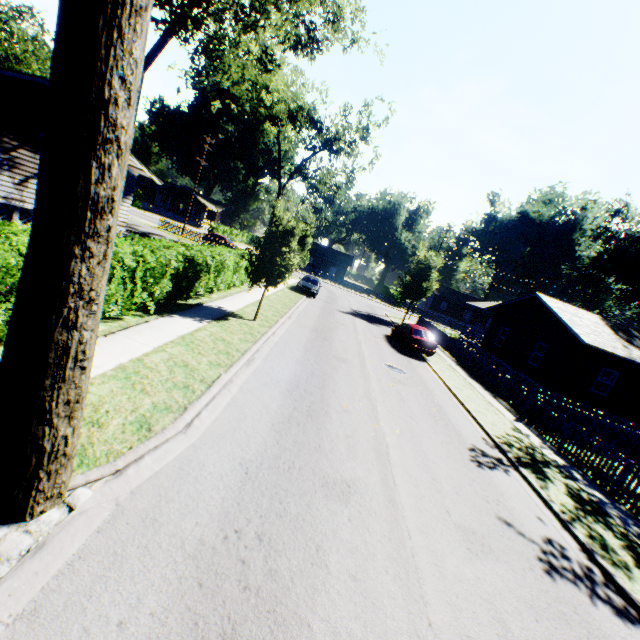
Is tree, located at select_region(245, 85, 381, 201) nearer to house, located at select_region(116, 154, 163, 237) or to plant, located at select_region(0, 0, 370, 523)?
house, located at select_region(116, 154, 163, 237)

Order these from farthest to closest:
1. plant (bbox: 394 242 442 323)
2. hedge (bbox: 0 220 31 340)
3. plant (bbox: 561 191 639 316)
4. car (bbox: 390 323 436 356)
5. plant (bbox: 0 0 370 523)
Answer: plant (bbox: 561 191 639 316), plant (bbox: 394 242 442 323), car (bbox: 390 323 436 356), hedge (bbox: 0 220 31 340), plant (bbox: 0 0 370 523)

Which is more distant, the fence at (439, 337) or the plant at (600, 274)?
the plant at (600, 274)

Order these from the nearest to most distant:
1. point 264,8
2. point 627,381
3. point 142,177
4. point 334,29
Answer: point 264,8 < point 334,29 < point 627,381 < point 142,177

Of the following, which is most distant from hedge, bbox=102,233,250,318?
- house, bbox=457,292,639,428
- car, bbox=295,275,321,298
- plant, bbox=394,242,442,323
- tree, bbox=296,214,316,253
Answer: tree, bbox=296,214,316,253

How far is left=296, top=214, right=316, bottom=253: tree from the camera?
51.2 meters

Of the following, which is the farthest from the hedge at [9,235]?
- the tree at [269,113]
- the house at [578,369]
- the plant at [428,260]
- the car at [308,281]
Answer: the house at [578,369]

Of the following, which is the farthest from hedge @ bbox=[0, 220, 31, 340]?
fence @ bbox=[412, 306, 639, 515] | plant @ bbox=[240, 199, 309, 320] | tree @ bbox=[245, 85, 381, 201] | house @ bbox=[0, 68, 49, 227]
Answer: tree @ bbox=[245, 85, 381, 201]
